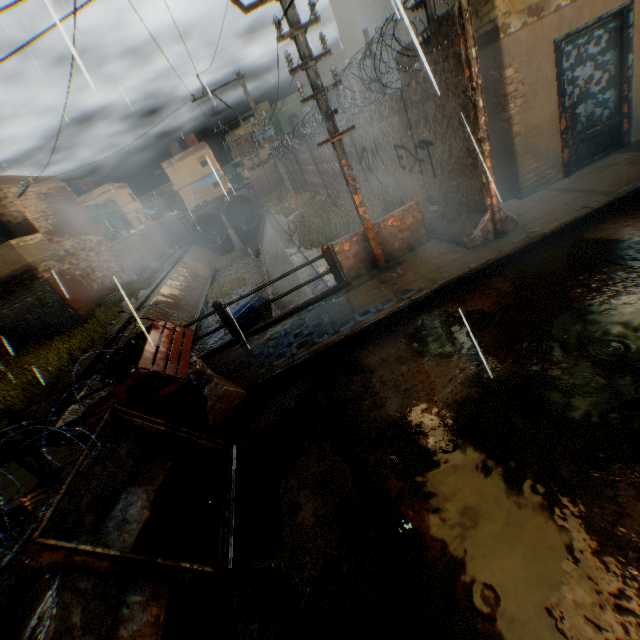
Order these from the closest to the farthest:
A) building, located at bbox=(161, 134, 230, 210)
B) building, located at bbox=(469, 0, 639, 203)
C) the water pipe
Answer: building, located at bbox=(469, 0, 639, 203) < the water pipe < building, located at bbox=(161, 134, 230, 210)

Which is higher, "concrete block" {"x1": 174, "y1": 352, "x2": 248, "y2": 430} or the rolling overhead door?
the rolling overhead door

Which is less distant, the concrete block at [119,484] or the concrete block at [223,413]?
the concrete block at [119,484]

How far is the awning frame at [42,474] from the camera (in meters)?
4.34

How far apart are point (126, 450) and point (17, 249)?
15.9 meters

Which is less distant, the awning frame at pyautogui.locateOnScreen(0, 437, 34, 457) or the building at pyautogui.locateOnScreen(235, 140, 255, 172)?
the awning frame at pyautogui.locateOnScreen(0, 437, 34, 457)

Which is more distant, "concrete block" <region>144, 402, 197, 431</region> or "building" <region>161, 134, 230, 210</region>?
"building" <region>161, 134, 230, 210</region>

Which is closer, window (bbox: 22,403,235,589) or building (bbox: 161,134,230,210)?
window (bbox: 22,403,235,589)
